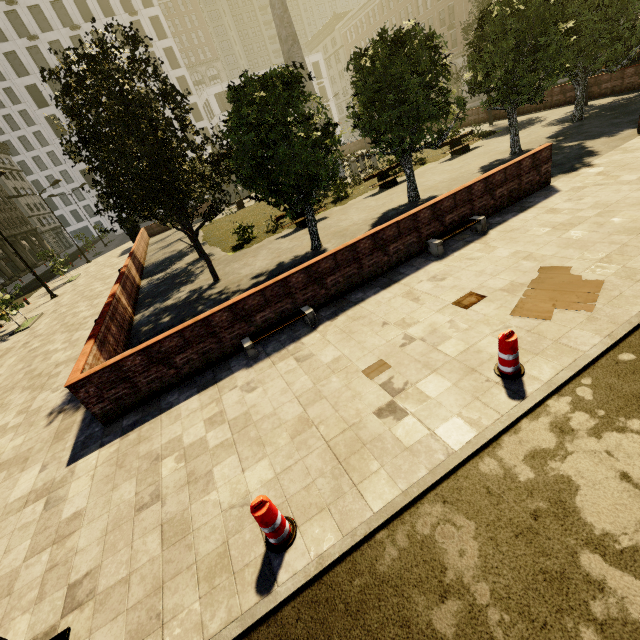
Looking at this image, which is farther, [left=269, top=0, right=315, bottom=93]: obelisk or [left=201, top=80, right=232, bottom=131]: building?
[left=201, top=80, right=232, bottom=131]: building

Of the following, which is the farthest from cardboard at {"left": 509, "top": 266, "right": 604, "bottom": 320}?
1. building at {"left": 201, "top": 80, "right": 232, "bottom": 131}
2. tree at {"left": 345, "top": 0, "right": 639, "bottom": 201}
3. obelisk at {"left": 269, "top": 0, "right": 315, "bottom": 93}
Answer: building at {"left": 201, "top": 80, "right": 232, "bottom": 131}

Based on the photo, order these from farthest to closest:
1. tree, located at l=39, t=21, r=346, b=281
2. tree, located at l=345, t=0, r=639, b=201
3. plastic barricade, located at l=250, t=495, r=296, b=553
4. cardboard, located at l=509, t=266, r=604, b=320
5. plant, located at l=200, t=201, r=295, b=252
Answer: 1. plant, located at l=200, t=201, r=295, b=252
2. tree, located at l=345, t=0, r=639, b=201
3. tree, located at l=39, t=21, r=346, b=281
4. cardboard, located at l=509, t=266, r=604, b=320
5. plastic barricade, located at l=250, t=495, r=296, b=553

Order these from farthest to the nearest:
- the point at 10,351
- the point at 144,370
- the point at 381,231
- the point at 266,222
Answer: the point at 266,222, the point at 10,351, the point at 381,231, the point at 144,370

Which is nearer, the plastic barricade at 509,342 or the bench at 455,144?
the plastic barricade at 509,342

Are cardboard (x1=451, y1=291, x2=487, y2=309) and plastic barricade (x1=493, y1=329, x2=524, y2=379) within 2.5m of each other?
yes

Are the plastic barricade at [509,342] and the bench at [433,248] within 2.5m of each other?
no

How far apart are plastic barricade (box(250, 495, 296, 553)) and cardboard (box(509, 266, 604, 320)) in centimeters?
492cm
